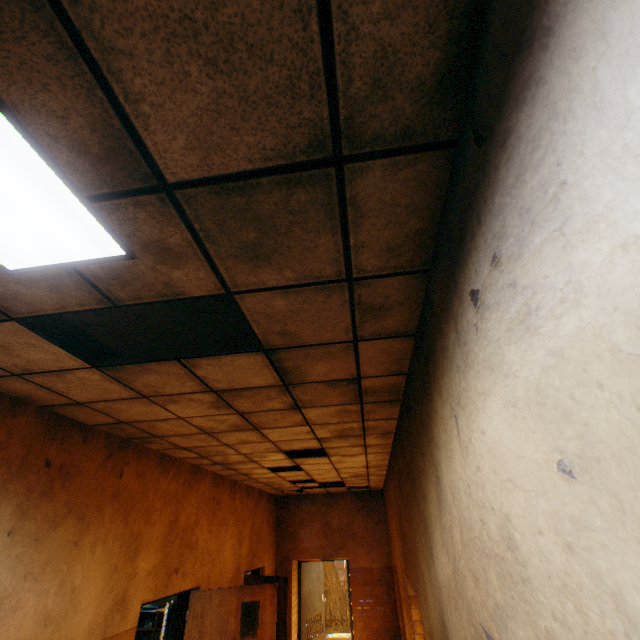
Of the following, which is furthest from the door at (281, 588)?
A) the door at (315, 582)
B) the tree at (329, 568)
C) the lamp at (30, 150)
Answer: the tree at (329, 568)

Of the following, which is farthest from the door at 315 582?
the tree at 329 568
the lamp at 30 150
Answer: the lamp at 30 150

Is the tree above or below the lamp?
below

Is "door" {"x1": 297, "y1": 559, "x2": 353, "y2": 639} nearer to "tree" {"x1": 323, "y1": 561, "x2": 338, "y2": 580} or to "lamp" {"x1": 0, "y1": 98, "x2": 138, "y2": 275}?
"tree" {"x1": 323, "y1": 561, "x2": 338, "y2": 580}

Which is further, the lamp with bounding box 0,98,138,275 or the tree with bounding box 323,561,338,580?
the tree with bounding box 323,561,338,580

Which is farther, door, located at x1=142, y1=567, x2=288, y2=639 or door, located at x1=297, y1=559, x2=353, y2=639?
door, located at x1=297, y1=559, x2=353, y2=639

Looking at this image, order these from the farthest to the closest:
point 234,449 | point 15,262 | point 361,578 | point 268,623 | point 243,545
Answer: point 361,578
point 243,545
point 268,623
point 234,449
point 15,262

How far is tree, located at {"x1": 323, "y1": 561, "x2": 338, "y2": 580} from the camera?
19.2m
